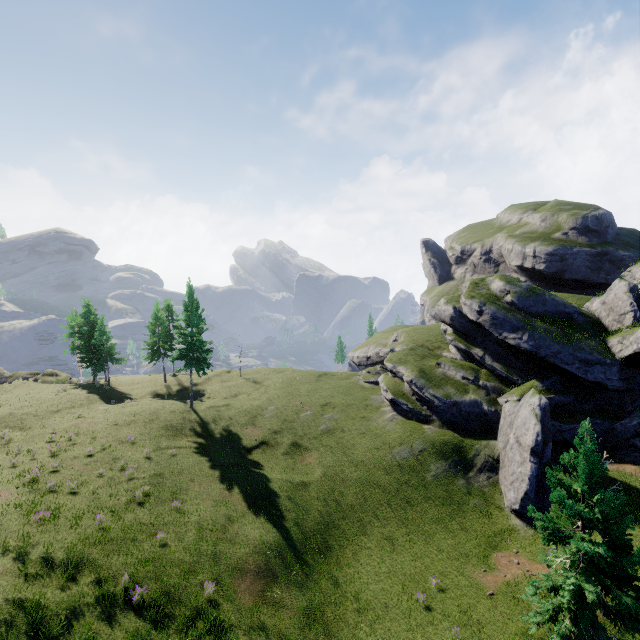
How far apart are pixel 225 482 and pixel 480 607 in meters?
18.8 m
